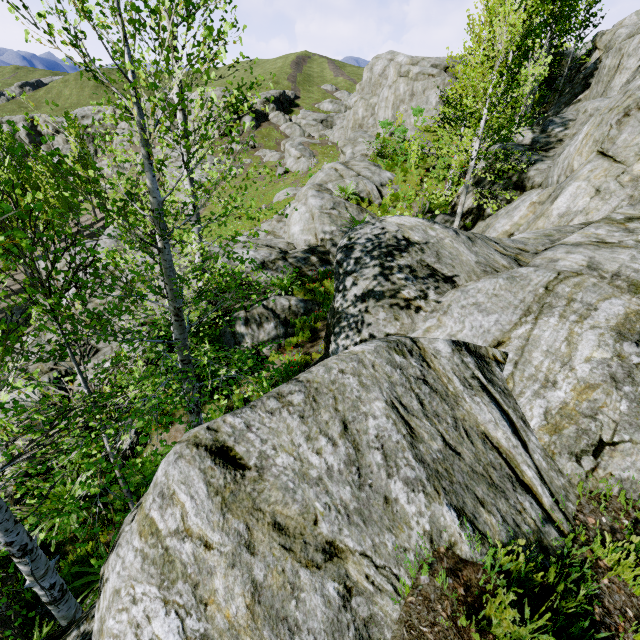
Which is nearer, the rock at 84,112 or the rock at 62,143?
the rock at 84,112

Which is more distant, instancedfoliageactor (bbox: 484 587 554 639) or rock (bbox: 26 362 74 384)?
rock (bbox: 26 362 74 384)

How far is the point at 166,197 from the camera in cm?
411

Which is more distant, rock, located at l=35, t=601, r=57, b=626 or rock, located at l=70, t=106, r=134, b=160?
rock, located at l=70, t=106, r=134, b=160

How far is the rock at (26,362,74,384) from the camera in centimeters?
834cm

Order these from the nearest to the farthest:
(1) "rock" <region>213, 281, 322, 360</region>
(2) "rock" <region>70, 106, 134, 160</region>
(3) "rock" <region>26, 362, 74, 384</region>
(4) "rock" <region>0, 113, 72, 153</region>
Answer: (3) "rock" <region>26, 362, 74, 384</region>
(1) "rock" <region>213, 281, 322, 360</region>
(2) "rock" <region>70, 106, 134, 160</region>
(4) "rock" <region>0, 113, 72, 153</region>

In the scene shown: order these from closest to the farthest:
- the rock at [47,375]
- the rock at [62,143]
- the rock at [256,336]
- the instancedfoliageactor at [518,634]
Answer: the instancedfoliageactor at [518,634] < the rock at [47,375] < the rock at [256,336] < the rock at [62,143]
